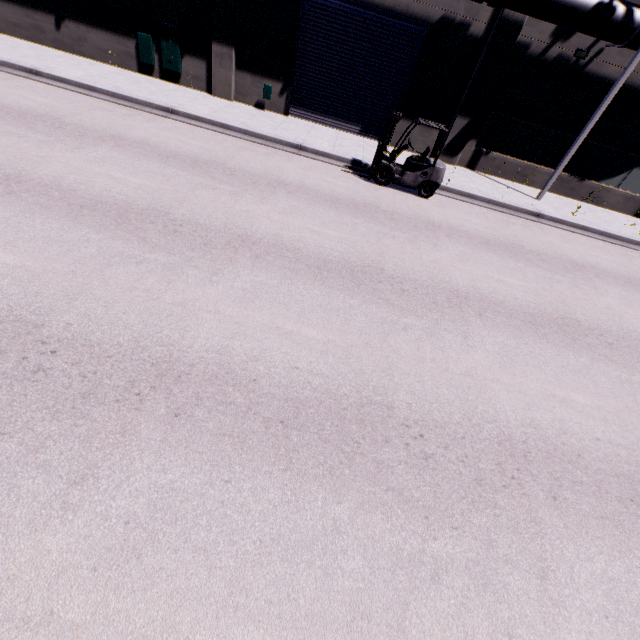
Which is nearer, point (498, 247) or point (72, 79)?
point (498, 247)

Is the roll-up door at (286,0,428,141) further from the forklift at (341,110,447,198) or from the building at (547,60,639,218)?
the forklift at (341,110,447,198)

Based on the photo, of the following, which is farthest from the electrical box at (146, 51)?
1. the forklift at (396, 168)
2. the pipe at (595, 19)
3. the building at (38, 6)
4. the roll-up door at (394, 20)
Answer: the forklift at (396, 168)

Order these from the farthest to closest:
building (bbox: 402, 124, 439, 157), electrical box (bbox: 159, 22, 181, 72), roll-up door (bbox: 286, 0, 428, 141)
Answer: building (bbox: 402, 124, 439, 157) < electrical box (bbox: 159, 22, 181, 72) < roll-up door (bbox: 286, 0, 428, 141)

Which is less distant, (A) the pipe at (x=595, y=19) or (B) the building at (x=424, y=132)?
(A) the pipe at (x=595, y=19)

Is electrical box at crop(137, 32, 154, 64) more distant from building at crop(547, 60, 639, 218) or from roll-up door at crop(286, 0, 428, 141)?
roll-up door at crop(286, 0, 428, 141)

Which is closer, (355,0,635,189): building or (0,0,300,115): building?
(355,0,635,189): building

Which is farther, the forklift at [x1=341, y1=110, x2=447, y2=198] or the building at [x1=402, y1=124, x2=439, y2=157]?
the building at [x1=402, y1=124, x2=439, y2=157]
